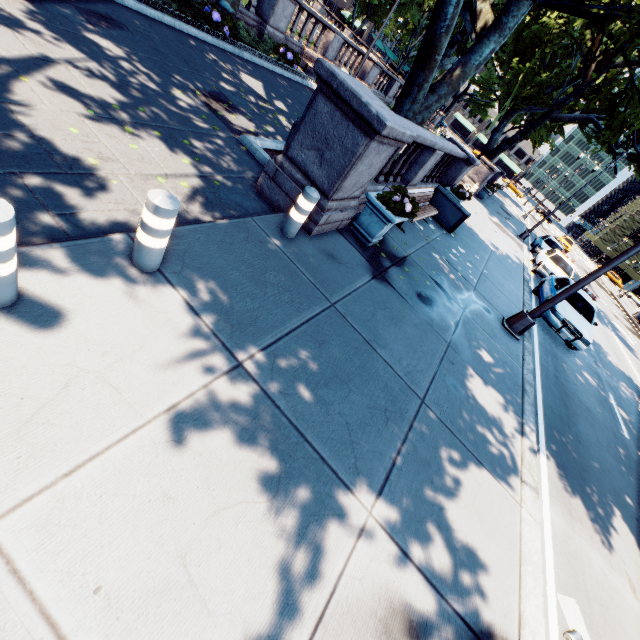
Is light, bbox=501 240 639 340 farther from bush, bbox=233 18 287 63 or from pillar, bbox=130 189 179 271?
bush, bbox=233 18 287 63

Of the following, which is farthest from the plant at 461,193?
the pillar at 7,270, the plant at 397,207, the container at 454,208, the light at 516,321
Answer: the pillar at 7,270

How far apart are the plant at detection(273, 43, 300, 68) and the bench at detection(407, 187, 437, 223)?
8.3m

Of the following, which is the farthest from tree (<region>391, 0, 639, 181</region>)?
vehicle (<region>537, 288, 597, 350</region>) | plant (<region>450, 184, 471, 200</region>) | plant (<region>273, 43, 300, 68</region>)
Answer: vehicle (<region>537, 288, 597, 350</region>)

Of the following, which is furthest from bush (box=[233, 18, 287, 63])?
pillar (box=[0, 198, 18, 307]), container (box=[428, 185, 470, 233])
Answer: pillar (box=[0, 198, 18, 307])

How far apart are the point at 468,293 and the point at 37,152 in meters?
8.9 m

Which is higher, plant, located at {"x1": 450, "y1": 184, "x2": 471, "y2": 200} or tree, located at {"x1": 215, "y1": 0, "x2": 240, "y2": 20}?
plant, located at {"x1": 450, "y1": 184, "x2": 471, "y2": 200}

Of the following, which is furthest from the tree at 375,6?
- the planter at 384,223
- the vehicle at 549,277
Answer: the vehicle at 549,277
